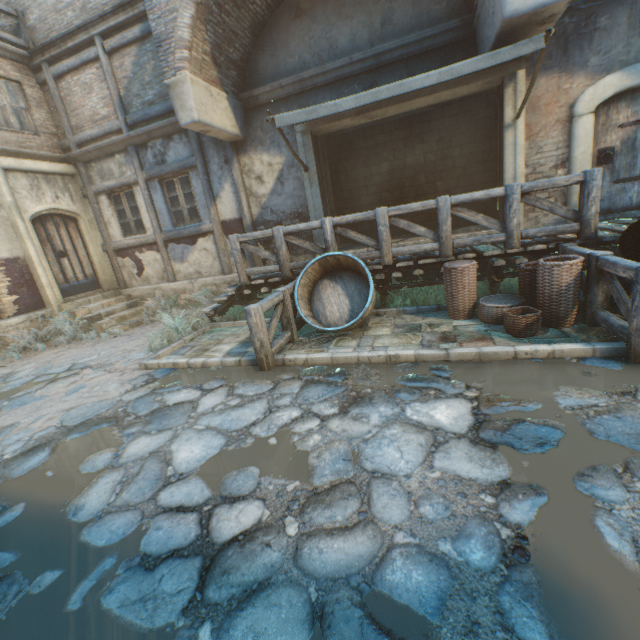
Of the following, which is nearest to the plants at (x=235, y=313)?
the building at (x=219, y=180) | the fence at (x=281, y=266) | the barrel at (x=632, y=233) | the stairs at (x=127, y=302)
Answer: the fence at (x=281, y=266)

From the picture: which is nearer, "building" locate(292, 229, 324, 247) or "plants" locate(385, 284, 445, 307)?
"plants" locate(385, 284, 445, 307)

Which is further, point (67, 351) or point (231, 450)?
point (67, 351)

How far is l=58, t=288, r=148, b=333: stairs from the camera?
8.7m

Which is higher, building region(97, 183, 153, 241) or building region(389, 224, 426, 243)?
building region(97, 183, 153, 241)

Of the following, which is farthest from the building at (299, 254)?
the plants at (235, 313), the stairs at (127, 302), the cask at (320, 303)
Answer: the stairs at (127, 302)

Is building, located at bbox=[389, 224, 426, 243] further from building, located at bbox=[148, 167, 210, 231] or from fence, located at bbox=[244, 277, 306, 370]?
fence, located at bbox=[244, 277, 306, 370]

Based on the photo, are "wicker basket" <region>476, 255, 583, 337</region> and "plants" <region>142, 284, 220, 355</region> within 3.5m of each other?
no
